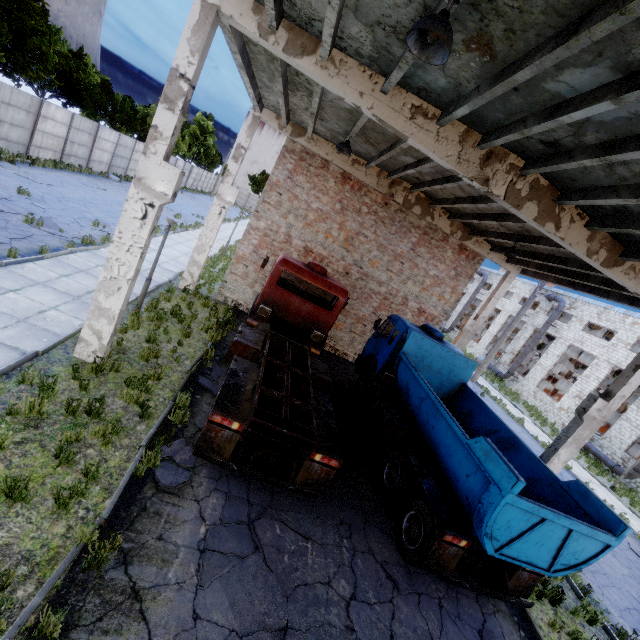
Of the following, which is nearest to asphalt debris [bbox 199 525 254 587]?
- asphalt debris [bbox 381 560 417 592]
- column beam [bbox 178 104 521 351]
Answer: asphalt debris [bbox 381 560 417 592]

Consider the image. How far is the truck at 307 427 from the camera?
6.1 meters

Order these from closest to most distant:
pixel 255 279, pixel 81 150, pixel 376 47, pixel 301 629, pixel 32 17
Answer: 1. pixel 301 629
2. pixel 376 47
3. pixel 255 279
4. pixel 32 17
5. pixel 81 150

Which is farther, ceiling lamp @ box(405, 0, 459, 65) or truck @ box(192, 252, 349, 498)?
truck @ box(192, 252, 349, 498)

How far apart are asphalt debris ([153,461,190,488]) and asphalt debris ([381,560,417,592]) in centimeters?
422cm

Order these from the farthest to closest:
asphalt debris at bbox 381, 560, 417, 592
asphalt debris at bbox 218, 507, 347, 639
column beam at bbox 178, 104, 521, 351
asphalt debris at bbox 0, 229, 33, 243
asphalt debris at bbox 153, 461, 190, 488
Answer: column beam at bbox 178, 104, 521, 351, asphalt debris at bbox 0, 229, 33, 243, asphalt debris at bbox 381, 560, 417, 592, asphalt debris at bbox 153, 461, 190, 488, asphalt debris at bbox 218, 507, 347, 639

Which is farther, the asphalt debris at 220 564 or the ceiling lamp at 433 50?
the asphalt debris at 220 564
